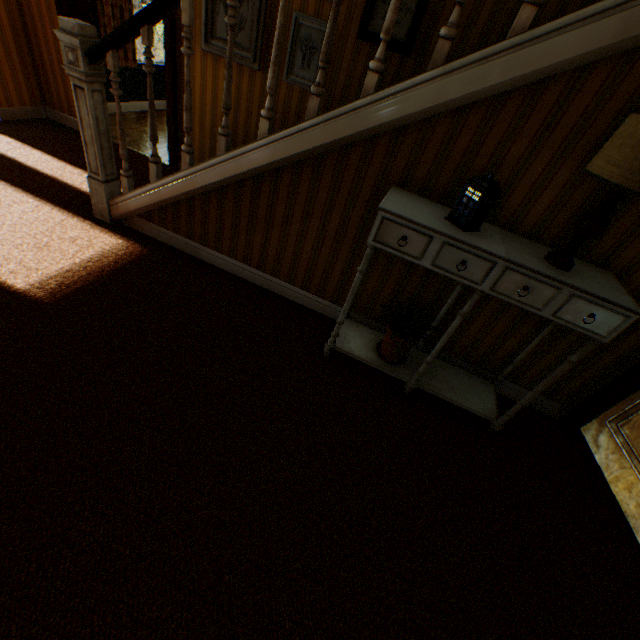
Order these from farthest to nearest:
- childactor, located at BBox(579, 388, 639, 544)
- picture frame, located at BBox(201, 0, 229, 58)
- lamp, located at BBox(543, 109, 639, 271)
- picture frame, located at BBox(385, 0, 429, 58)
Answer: picture frame, located at BBox(201, 0, 229, 58) → picture frame, located at BBox(385, 0, 429, 58) → childactor, located at BBox(579, 388, 639, 544) → lamp, located at BBox(543, 109, 639, 271)

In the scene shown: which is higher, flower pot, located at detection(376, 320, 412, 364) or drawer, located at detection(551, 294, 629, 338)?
drawer, located at detection(551, 294, 629, 338)

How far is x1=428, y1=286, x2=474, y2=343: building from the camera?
2.6 meters

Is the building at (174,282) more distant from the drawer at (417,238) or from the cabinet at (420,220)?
the drawer at (417,238)

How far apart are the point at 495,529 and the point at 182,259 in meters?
3.4 m

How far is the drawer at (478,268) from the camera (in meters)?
1.90

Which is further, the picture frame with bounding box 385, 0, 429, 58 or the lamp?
the picture frame with bounding box 385, 0, 429, 58

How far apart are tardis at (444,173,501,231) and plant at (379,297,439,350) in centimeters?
75cm
